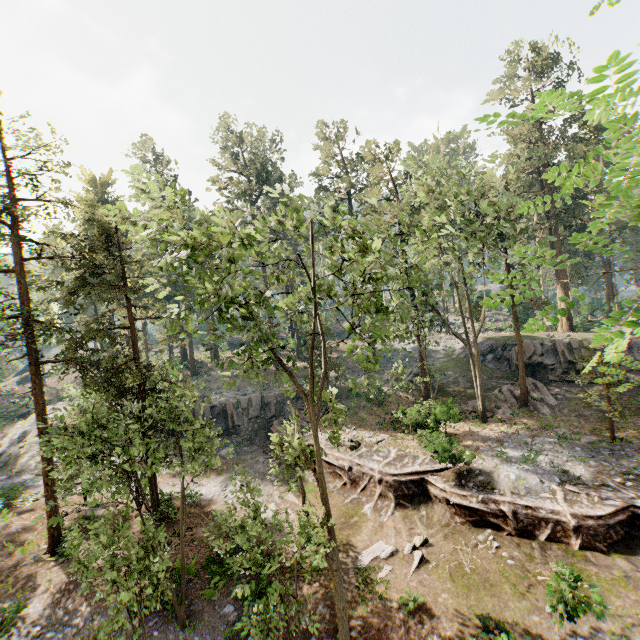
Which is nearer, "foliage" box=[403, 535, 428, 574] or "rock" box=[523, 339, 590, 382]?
"foliage" box=[403, 535, 428, 574]

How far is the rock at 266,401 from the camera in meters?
29.8 m

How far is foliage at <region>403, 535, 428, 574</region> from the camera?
13.89m

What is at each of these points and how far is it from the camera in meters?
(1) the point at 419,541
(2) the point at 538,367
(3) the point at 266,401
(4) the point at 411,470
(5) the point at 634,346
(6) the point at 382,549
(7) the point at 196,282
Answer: (1) foliage, 15.1
(2) rock, 30.0
(3) rock, 33.2
(4) ground embankment, 18.5
(5) rock, 27.8
(6) foliage, 14.9
(7) foliage, 9.0

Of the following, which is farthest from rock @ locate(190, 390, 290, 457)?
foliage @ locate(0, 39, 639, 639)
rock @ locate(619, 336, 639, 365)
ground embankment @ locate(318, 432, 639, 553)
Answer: rock @ locate(619, 336, 639, 365)

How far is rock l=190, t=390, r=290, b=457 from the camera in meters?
29.8

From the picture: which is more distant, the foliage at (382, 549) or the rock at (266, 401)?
the rock at (266, 401)

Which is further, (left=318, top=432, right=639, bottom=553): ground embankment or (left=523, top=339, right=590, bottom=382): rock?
(left=523, top=339, right=590, bottom=382): rock
